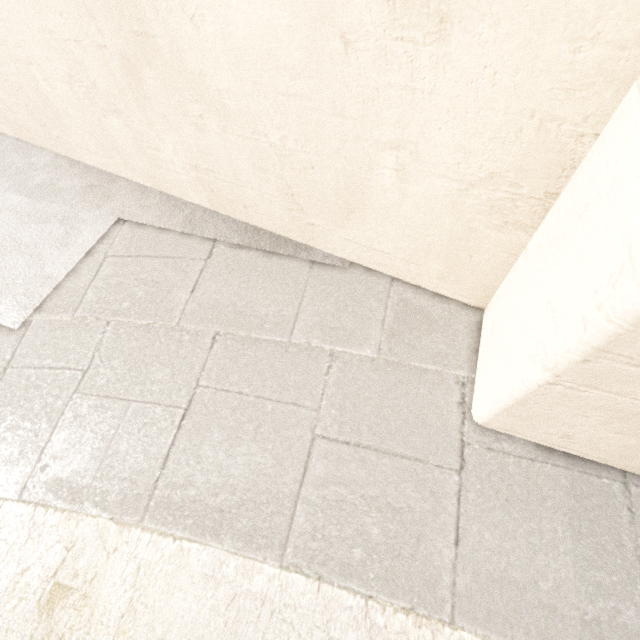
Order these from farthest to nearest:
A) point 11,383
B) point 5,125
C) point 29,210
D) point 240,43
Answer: point 5,125 < point 29,210 < point 11,383 < point 240,43
